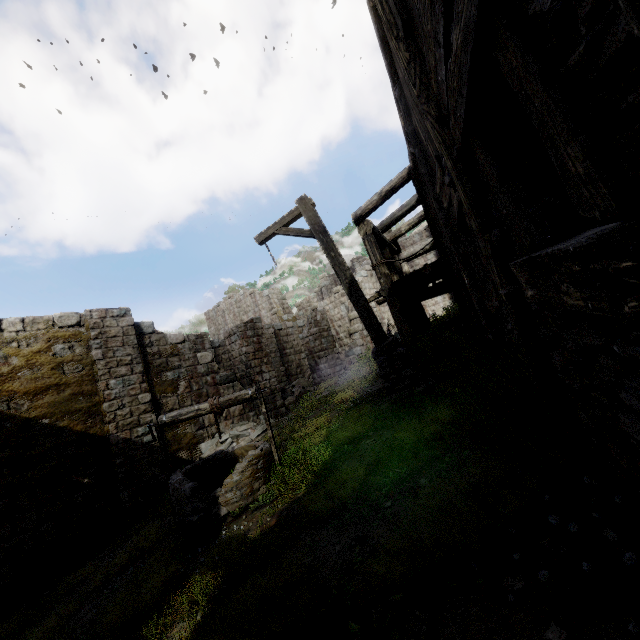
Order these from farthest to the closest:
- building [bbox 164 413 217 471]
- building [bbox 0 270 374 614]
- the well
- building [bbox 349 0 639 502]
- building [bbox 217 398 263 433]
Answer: building [bbox 217 398 263 433] < building [bbox 164 413 217 471] < building [bbox 0 270 374 614] < the well < building [bbox 349 0 639 502]

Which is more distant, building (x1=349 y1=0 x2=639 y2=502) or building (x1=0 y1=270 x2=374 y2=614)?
building (x1=0 y1=270 x2=374 y2=614)

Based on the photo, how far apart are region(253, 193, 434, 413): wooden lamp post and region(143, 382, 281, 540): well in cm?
236

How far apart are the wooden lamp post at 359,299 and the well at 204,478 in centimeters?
236cm

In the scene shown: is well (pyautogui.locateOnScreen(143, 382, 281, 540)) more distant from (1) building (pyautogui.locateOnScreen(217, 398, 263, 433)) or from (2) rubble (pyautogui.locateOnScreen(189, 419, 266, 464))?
(1) building (pyautogui.locateOnScreen(217, 398, 263, 433))

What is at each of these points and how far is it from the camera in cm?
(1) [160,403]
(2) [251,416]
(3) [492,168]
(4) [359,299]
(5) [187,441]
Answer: (1) building, 1112
(2) building, 1341
(3) building, 199
(4) wooden lamp post, 642
(5) building, 1130

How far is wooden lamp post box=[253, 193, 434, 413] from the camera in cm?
586

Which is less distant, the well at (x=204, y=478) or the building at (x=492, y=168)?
the building at (x=492, y=168)
